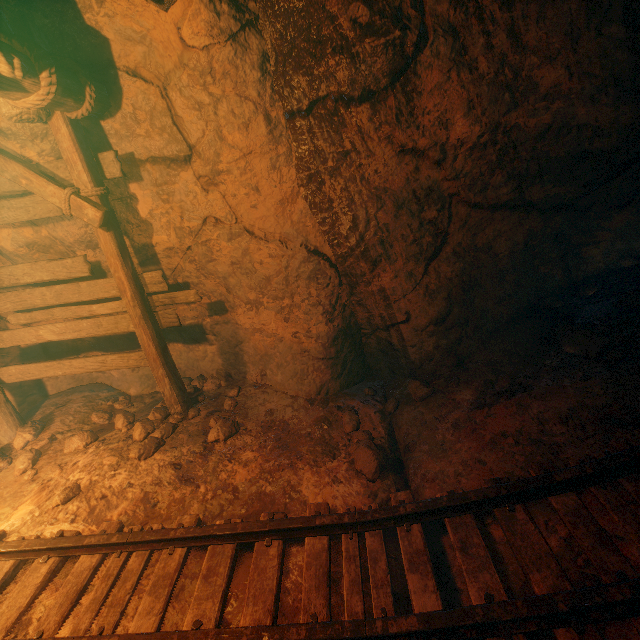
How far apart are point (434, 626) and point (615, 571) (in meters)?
1.14

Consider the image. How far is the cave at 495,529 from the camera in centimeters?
212cm

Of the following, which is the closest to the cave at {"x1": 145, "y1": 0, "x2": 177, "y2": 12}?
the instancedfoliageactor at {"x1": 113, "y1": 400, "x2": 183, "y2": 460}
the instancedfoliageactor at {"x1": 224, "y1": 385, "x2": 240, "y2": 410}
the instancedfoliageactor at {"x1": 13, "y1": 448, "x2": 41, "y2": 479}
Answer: the instancedfoliageactor at {"x1": 224, "y1": 385, "x2": 240, "y2": 410}

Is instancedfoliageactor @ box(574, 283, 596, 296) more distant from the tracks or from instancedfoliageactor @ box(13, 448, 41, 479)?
instancedfoliageactor @ box(13, 448, 41, 479)

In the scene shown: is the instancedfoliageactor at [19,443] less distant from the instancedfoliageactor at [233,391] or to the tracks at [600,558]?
the tracks at [600,558]

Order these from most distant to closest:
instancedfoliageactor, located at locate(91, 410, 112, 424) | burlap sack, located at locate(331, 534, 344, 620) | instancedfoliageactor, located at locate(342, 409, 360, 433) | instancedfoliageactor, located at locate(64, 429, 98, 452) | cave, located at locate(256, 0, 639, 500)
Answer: instancedfoliageactor, located at locate(91, 410, 112, 424) → instancedfoliageactor, located at locate(64, 429, 98, 452) → instancedfoliageactor, located at locate(342, 409, 360, 433) → cave, located at locate(256, 0, 639, 500) → burlap sack, located at locate(331, 534, 344, 620)

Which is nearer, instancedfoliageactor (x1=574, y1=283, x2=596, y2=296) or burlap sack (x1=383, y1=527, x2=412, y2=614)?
burlap sack (x1=383, y1=527, x2=412, y2=614)

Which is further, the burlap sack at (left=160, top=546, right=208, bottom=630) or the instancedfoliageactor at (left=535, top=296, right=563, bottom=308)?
the instancedfoliageactor at (left=535, top=296, right=563, bottom=308)
